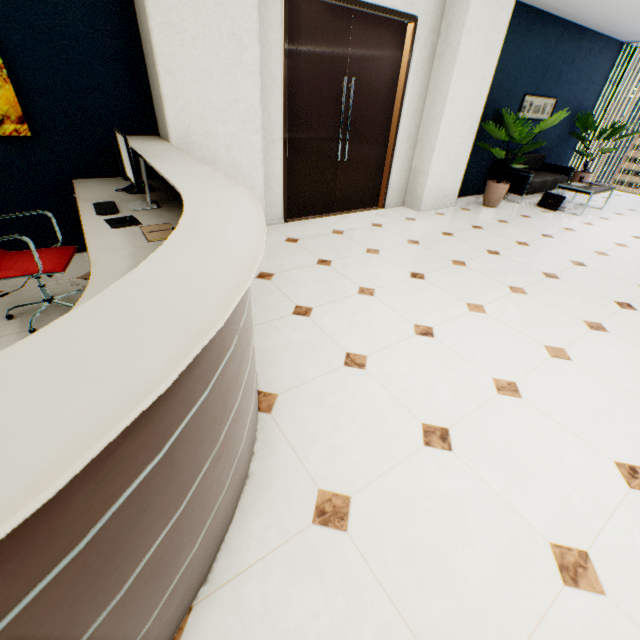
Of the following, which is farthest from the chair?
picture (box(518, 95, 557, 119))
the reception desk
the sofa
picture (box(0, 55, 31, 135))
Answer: picture (box(518, 95, 557, 119))

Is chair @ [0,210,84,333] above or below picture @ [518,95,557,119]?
below

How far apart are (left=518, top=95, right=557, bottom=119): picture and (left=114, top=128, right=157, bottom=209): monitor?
7.3m

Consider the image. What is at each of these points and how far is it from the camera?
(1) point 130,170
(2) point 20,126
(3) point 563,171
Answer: (1) monitor, 2.39m
(2) picture, 2.77m
(3) sofa, 7.32m

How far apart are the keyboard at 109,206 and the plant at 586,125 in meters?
10.1

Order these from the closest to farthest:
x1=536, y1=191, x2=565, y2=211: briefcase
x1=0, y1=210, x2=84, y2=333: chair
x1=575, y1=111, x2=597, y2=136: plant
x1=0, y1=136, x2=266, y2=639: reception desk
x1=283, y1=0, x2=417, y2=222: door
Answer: Answer: x1=0, y1=136, x2=266, y2=639: reception desk < x1=0, y1=210, x2=84, y2=333: chair < x1=283, y1=0, x2=417, y2=222: door < x1=536, y1=191, x2=565, y2=211: briefcase < x1=575, y1=111, x2=597, y2=136: plant

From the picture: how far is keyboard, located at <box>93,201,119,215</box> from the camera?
2.41m

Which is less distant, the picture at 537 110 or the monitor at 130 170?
the monitor at 130 170
